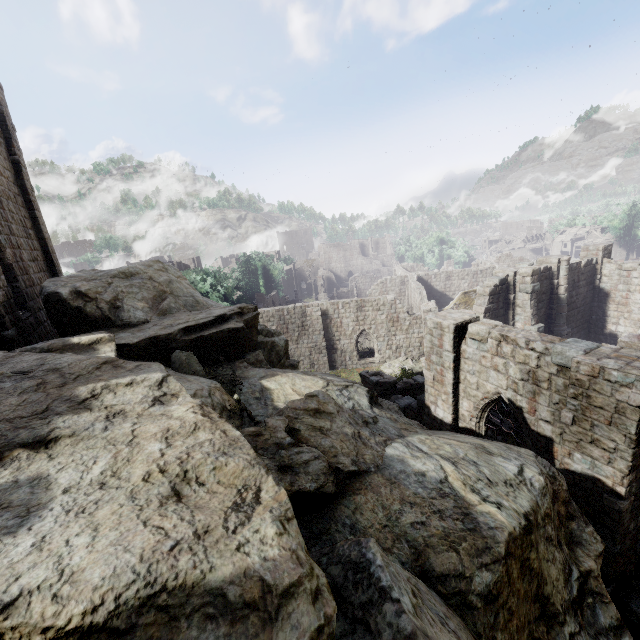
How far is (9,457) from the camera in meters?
2.9 m

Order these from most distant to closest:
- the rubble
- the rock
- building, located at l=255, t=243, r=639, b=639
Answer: the rubble < building, located at l=255, t=243, r=639, b=639 < the rock

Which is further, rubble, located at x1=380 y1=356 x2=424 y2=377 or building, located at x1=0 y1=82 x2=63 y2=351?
rubble, located at x1=380 y1=356 x2=424 y2=377

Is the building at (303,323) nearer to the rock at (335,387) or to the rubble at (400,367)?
the rubble at (400,367)

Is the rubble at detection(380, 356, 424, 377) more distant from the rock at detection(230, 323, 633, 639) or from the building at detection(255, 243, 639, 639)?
the rock at detection(230, 323, 633, 639)

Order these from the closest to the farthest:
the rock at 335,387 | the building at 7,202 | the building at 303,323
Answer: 1. the rock at 335,387
2. the building at 303,323
3. the building at 7,202

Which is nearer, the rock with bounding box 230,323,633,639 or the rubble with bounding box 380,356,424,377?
the rock with bounding box 230,323,633,639
